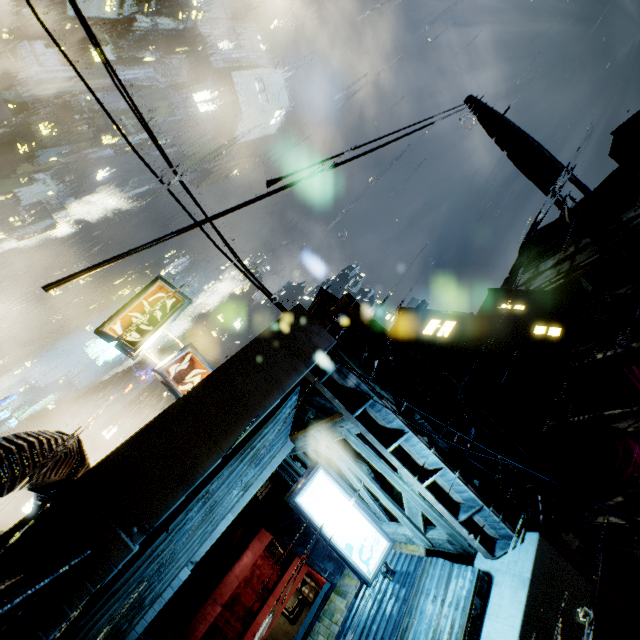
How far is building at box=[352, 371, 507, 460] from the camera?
6.9m

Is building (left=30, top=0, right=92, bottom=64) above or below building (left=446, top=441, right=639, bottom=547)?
above

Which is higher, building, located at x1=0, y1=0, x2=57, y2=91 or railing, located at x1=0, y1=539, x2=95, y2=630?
building, located at x1=0, y1=0, x2=57, y2=91

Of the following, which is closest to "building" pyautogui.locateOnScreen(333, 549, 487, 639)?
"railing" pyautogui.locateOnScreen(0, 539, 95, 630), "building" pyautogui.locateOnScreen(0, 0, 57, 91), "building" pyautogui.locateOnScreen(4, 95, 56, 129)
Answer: "railing" pyautogui.locateOnScreen(0, 539, 95, 630)

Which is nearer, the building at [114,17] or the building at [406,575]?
the building at [406,575]

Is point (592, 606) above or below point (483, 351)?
below

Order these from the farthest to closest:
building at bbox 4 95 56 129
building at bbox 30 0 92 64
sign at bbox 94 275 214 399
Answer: building at bbox 4 95 56 129 → building at bbox 30 0 92 64 → sign at bbox 94 275 214 399

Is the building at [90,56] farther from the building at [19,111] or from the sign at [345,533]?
the sign at [345,533]
